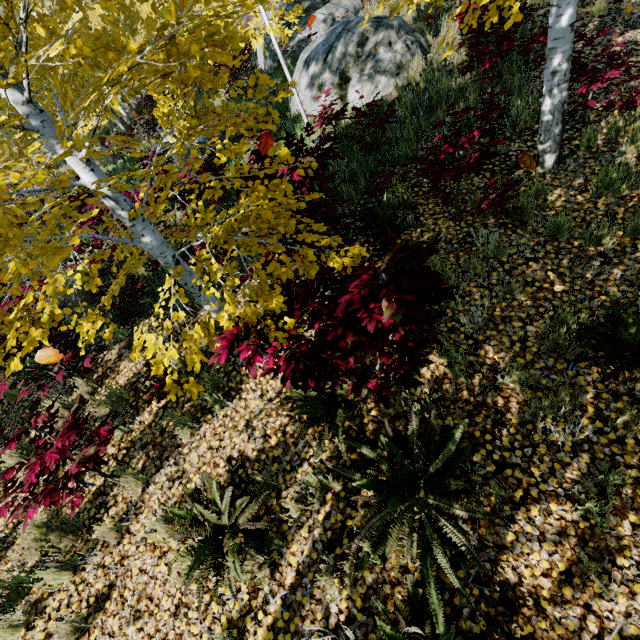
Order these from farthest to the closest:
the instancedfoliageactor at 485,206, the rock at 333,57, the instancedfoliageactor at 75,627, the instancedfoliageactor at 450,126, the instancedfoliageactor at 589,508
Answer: the rock at 333,57 < the instancedfoliageactor at 485,206 < the instancedfoliageactor at 450,126 < the instancedfoliageactor at 75,627 < the instancedfoliageactor at 589,508

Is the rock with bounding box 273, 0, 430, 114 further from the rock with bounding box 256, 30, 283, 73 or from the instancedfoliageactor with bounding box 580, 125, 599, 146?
the rock with bounding box 256, 30, 283, 73

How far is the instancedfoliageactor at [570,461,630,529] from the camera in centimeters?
241cm

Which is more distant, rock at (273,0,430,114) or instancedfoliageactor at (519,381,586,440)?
rock at (273,0,430,114)

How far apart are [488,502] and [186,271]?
3.5 meters

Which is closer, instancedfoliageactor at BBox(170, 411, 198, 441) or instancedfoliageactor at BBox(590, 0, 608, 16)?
instancedfoliageactor at BBox(170, 411, 198, 441)

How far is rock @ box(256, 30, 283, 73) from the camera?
14.5m

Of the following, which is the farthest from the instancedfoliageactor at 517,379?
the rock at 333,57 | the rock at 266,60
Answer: the rock at 266,60
